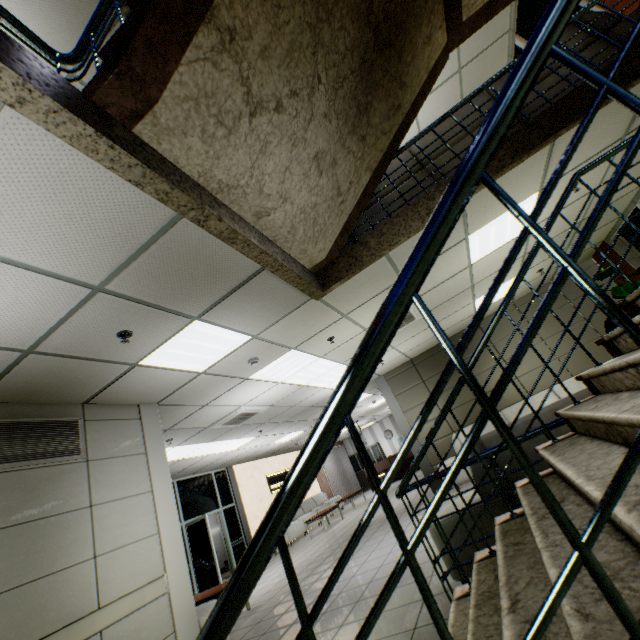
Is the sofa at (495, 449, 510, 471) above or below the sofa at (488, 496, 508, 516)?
above

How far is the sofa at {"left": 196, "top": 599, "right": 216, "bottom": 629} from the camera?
3.72m

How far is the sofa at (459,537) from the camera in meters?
2.9

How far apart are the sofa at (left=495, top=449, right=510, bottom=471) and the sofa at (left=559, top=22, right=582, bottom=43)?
2.4 meters

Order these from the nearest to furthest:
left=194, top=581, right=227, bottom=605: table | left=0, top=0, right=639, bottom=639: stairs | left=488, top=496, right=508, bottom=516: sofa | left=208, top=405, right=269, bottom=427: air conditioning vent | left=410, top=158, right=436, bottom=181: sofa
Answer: left=0, top=0, right=639, bottom=639: stairs → left=488, top=496, right=508, bottom=516: sofa → left=410, top=158, right=436, bottom=181: sofa → left=194, top=581, right=227, bottom=605: table → left=208, top=405, right=269, bottom=427: air conditioning vent

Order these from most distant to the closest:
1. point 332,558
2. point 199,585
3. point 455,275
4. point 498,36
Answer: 1. point 199,585
2. point 332,558
3. point 498,36
4. point 455,275

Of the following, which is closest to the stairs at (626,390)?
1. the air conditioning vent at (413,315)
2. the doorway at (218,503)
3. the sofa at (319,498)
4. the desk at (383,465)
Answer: the air conditioning vent at (413,315)
